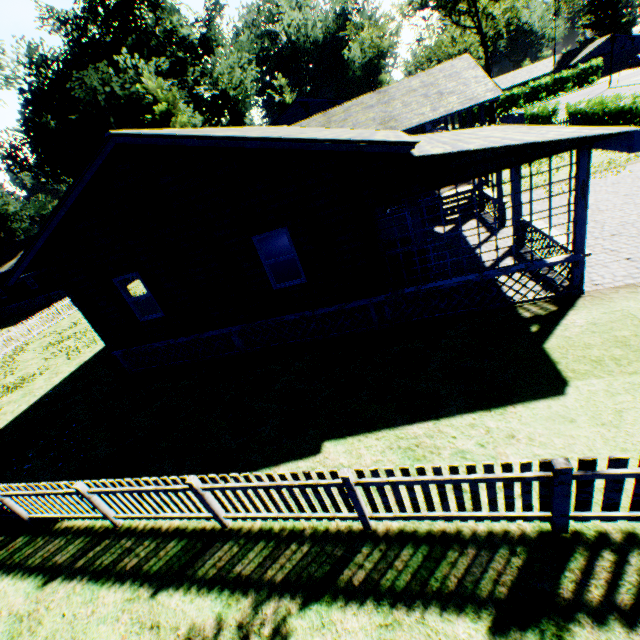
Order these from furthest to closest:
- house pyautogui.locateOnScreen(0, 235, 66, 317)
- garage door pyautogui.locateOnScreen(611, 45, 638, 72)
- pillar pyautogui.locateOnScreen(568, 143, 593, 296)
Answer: garage door pyautogui.locateOnScreen(611, 45, 638, 72) < house pyautogui.locateOnScreen(0, 235, 66, 317) < pillar pyautogui.locateOnScreen(568, 143, 593, 296)

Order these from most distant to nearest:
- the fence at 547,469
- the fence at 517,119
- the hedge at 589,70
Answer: the hedge at 589,70 < the fence at 517,119 < the fence at 547,469

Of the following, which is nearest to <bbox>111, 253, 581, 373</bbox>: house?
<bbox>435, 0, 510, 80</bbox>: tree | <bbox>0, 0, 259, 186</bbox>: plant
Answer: <bbox>0, 0, 259, 186</bbox>: plant

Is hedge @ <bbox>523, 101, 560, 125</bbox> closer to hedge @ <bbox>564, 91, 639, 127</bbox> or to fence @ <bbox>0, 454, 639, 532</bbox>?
fence @ <bbox>0, 454, 639, 532</bbox>

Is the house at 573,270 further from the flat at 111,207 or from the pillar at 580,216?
the flat at 111,207

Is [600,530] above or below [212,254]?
below

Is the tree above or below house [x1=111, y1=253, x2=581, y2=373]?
above

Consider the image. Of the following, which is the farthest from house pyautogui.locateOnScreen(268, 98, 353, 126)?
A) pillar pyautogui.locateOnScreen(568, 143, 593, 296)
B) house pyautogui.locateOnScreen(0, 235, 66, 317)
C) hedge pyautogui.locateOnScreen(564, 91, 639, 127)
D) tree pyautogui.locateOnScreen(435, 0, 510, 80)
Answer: pillar pyautogui.locateOnScreen(568, 143, 593, 296)
